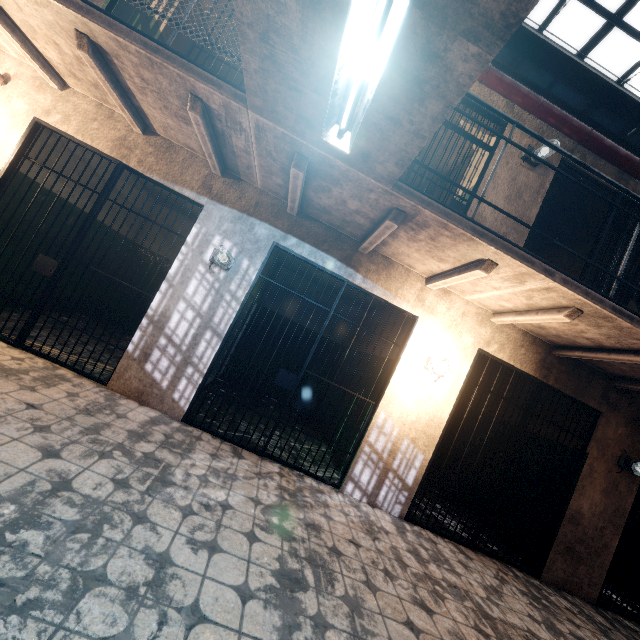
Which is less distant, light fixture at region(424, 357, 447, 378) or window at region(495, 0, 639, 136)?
light fixture at region(424, 357, 447, 378)

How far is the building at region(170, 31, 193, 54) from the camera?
5.4m

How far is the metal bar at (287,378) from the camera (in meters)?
3.81

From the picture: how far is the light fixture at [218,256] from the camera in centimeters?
364cm

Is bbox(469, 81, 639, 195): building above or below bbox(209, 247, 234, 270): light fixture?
above

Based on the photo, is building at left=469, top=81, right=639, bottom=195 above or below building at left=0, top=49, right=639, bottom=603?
above

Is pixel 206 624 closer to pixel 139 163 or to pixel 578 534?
pixel 139 163

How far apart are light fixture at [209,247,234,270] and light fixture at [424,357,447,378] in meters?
2.7 m
